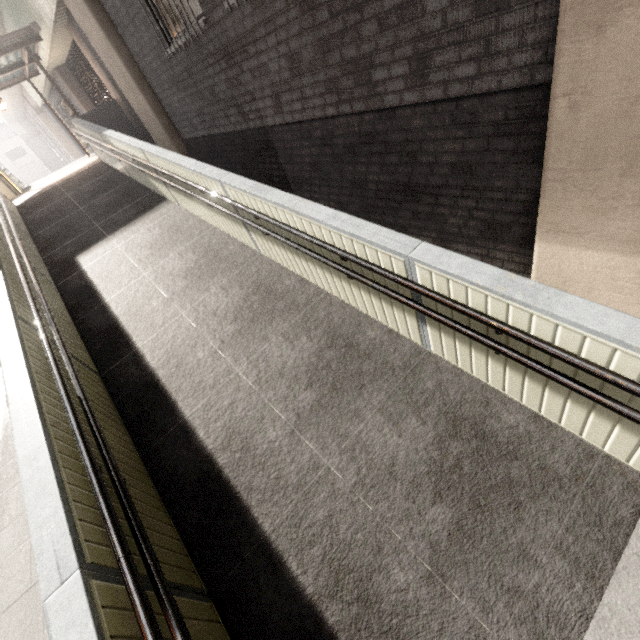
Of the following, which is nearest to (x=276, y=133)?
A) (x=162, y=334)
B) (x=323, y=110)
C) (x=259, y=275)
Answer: (x=323, y=110)

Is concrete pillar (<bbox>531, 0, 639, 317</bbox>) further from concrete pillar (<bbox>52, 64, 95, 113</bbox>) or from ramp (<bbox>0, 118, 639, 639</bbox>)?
concrete pillar (<bbox>52, 64, 95, 113</bbox>)

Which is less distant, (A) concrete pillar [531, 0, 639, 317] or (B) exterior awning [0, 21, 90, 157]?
(A) concrete pillar [531, 0, 639, 317]

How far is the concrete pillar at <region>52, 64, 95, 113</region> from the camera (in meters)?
12.95

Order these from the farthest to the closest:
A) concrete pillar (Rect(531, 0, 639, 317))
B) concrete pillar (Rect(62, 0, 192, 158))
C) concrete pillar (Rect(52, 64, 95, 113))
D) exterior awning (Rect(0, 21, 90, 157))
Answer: concrete pillar (Rect(52, 64, 95, 113))
exterior awning (Rect(0, 21, 90, 157))
concrete pillar (Rect(62, 0, 192, 158))
concrete pillar (Rect(531, 0, 639, 317))

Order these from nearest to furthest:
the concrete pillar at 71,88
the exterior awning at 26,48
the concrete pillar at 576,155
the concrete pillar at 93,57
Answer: the concrete pillar at 576,155
the concrete pillar at 93,57
the exterior awning at 26,48
the concrete pillar at 71,88

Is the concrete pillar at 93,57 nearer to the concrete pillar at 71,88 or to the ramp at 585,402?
the ramp at 585,402

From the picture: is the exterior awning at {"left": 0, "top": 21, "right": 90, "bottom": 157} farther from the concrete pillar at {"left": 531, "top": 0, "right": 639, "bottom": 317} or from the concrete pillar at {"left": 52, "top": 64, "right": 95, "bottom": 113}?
the concrete pillar at {"left": 531, "top": 0, "right": 639, "bottom": 317}
